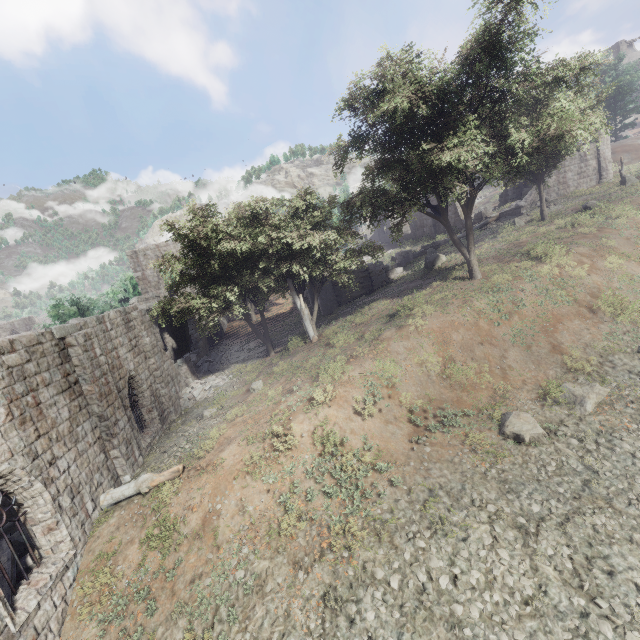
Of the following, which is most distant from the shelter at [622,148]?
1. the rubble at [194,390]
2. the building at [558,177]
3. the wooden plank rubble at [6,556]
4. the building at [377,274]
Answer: the wooden plank rubble at [6,556]

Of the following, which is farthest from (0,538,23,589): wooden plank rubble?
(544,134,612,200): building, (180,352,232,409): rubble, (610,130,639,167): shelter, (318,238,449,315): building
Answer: (610,130,639,167): shelter

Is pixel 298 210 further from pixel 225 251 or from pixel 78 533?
pixel 78 533

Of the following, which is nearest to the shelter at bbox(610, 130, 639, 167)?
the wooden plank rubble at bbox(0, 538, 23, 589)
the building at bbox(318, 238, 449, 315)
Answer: the building at bbox(318, 238, 449, 315)

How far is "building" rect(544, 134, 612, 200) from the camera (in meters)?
29.84

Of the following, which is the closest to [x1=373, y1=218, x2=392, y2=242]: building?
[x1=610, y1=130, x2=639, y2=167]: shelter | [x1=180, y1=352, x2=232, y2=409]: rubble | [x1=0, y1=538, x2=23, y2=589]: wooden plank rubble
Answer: [x1=610, y1=130, x2=639, y2=167]: shelter

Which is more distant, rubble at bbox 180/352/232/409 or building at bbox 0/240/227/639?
rubble at bbox 180/352/232/409

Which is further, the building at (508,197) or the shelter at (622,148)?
the building at (508,197)
